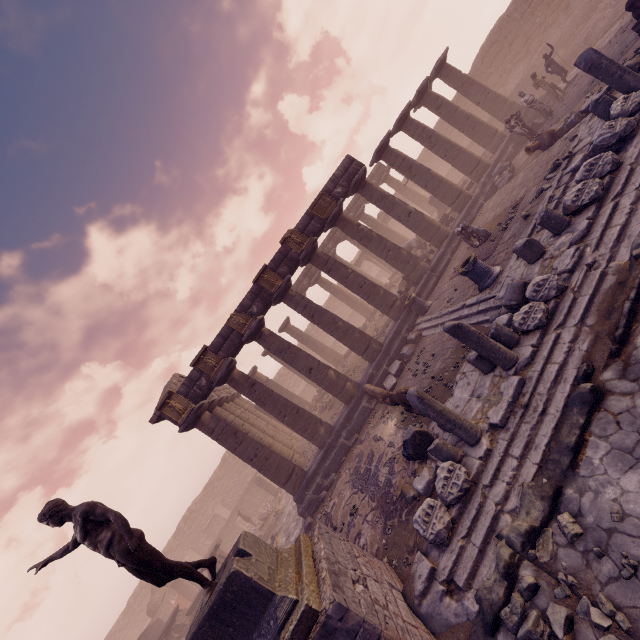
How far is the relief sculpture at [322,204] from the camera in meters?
15.2 m

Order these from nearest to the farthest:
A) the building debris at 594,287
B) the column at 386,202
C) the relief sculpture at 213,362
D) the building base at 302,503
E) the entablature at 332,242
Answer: the building debris at 594,287 → the building base at 302,503 → the relief sculpture at 213,362 → the column at 386,202 → the entablature at 332,242

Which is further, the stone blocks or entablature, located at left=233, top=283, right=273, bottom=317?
the stone blocks

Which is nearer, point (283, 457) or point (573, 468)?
point (573, 468)

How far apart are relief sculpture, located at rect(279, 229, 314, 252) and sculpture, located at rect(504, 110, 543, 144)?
9.8 meters

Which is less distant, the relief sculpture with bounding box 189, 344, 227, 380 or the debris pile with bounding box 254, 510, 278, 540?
the relief sculpture with bounding box 189, 344, 227, 380

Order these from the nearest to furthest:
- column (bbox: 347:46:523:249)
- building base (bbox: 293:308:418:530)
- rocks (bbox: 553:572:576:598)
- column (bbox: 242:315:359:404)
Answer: rocks (bbox: 553:572:576:598)
building base (bbox: 293:308:418:530)
column (bbox: 242:315:359:404)
column (bbox: 347:46:523:249)

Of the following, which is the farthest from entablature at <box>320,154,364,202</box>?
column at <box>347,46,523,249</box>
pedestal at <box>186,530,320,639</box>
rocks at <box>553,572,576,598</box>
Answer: rocks at <box>553,572,576,598</box>
